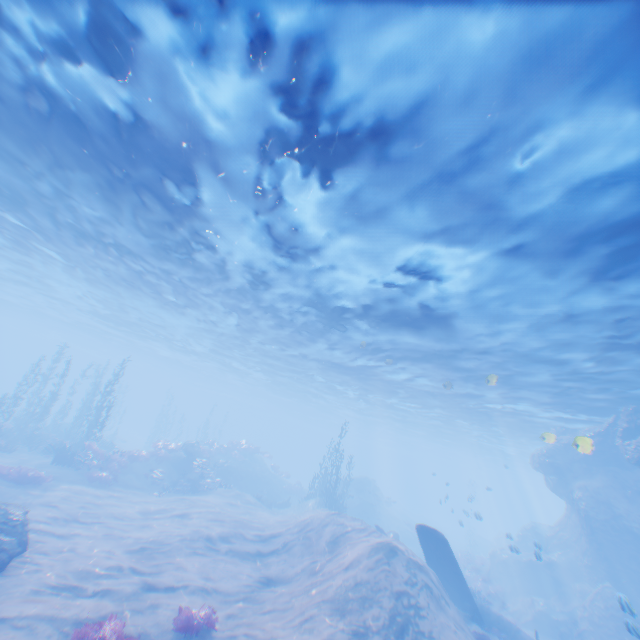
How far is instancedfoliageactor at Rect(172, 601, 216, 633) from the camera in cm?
837

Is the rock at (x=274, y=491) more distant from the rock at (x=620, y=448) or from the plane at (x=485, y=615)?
the plane at (x=485, y=615)

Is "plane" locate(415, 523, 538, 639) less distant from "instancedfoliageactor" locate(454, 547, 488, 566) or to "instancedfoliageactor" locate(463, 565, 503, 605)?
"instancedfoliageactor" locate(463, 565, 503, 605)

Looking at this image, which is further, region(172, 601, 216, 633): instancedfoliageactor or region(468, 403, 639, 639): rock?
region(468, 403, 639, 639): rock

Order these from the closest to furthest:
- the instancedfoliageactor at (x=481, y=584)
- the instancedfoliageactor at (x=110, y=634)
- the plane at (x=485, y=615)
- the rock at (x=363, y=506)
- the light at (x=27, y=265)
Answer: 1. the light at (x=27, y=265)
2. the instancedfoliageactor at (x=110, y=634)
3. the plane at (x=485, y=615)
4. the instancedfoliageactor at (x=481, y=584)
5. the rock at (x=363, y=506)

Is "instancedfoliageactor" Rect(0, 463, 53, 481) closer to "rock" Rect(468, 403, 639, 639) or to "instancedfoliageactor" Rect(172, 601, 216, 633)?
"instancedfoliageactor" Rect(172, 601, 216, 633)

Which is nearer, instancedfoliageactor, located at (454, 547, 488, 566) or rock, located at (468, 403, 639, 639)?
rock, located at (468, 403, 639, 639)

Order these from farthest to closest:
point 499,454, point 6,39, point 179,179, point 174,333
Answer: point 499,454
point 174,333
point 179,179
point 6,39
